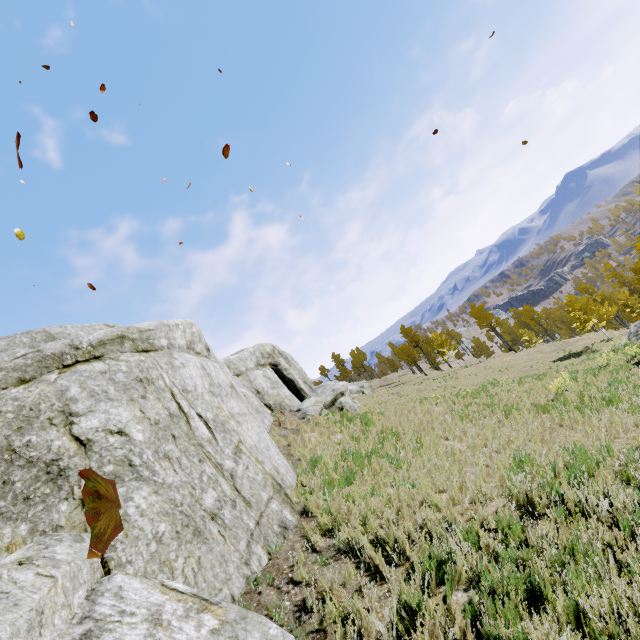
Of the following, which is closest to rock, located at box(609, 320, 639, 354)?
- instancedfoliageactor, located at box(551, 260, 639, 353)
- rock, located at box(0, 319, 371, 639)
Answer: instancedfoliageactor, located at box(551, 260, 639, 353)

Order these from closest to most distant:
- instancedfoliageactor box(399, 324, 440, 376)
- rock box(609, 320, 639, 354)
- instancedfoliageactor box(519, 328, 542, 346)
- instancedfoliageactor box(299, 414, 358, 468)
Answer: instancedfoliageactor box(299, 414, 358, 468) < rock box(609, 320, 639, 354) < instancedfoliageactor box(519, 328, 542, 346) < instancedfoliageactor box(399, 324, 440, 376)

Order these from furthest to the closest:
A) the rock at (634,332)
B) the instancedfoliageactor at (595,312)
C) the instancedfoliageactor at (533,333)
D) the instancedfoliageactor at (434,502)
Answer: the instancedfoliageactor at (533,333), the instancedfoliageactor at (595,312), the rock at (634,332), the instancedfoliageactor at (434,502)

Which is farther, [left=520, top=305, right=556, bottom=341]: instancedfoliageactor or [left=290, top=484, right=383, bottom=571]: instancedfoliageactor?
[left=520, top=305, right=556, bottom=341]: instancedfoliageactor

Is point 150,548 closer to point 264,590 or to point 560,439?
point 264,590

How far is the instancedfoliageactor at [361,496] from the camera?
6.2 meters

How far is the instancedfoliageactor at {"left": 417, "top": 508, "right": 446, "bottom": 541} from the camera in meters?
4.8
